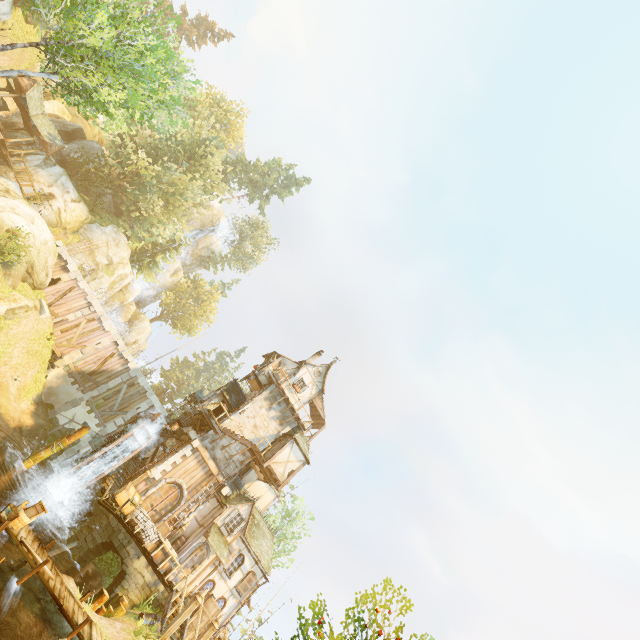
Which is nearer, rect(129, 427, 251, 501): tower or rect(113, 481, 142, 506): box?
rect(113, 481, 142, 506): box

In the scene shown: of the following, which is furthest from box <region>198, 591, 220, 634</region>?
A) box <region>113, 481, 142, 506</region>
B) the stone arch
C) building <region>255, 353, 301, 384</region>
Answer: box <region>113, 481, 142, 506</region>

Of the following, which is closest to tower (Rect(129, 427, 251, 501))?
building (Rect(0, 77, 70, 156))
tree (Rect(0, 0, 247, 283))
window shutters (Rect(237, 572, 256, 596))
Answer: window shutters (Rect(237, 572, 256, 596))

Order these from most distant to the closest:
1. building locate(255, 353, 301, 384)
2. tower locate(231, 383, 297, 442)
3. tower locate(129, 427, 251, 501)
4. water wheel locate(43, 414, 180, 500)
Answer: building locate(255, 353, 301, 384), tower locate(231, 383, 297, 442), tower locate(129, 427, 251, 501), water wheel locate(43, 414, 180, 500)

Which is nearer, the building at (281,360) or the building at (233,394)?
the building at (233,394)

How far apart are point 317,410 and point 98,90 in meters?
27.5 m

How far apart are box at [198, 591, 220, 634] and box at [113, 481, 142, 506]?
6.3 meters

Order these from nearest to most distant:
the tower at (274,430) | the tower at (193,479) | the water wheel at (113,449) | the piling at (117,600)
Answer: the piling at (117,600)
the water wheel at (113,449)
the tower at (193,479)
the tower at (274,430)
